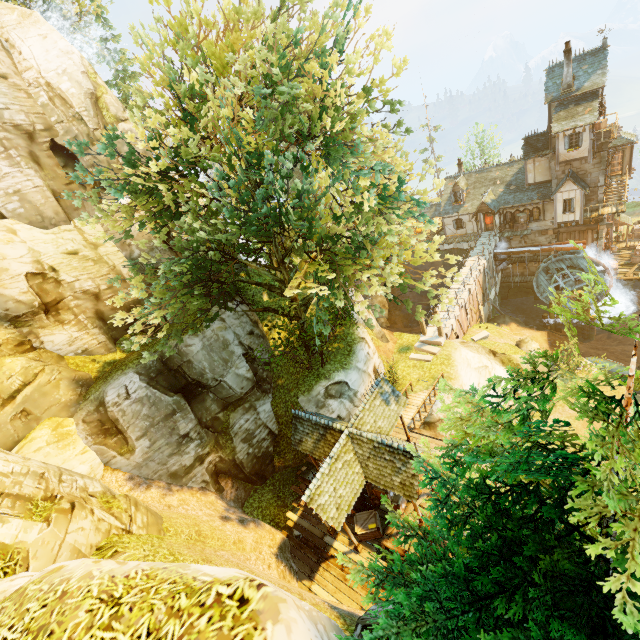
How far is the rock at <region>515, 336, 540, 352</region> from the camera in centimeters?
2650cm

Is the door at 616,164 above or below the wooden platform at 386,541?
above

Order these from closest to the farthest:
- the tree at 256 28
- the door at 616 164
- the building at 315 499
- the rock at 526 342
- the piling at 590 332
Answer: the tree at 256 28
the building at 315 499
the rock at 526 342
the door at 616 164
the piling at 590 332

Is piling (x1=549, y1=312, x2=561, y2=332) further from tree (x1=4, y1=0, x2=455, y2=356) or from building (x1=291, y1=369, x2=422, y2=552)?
building (x1=291, y1=369, x2=422, y2=552)

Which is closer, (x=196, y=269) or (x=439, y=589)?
(x=439, y=589)

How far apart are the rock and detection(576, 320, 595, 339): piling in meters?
8.8

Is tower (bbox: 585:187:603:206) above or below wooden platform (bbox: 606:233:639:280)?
above

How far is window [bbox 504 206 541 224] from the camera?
33.0 meters
